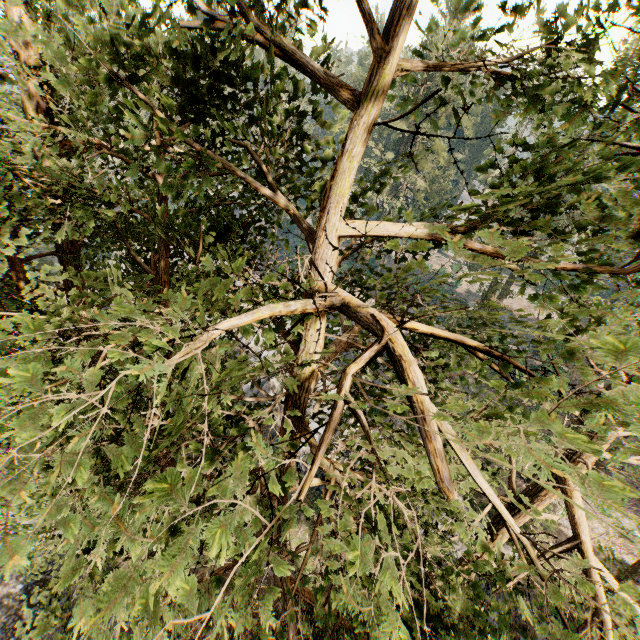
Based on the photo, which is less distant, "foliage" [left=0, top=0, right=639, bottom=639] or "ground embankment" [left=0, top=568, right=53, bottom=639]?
"foliage" [left=0, top=0, right=639, bottom=639]

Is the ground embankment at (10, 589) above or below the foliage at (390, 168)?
below

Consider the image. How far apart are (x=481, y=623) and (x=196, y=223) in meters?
6.6

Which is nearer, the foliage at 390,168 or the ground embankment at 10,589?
the foliage at 390,168

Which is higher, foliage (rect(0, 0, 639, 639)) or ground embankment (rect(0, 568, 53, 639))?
foliage (rect(0, 0, 639, 639))
